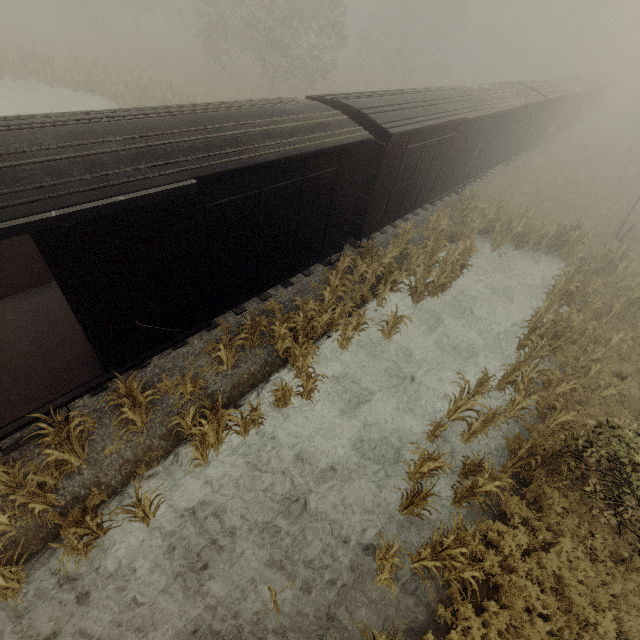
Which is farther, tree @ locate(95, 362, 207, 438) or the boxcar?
tree @ locate(95, 362, 207, 438)

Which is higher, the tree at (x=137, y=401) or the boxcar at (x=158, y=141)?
the boxcar at (x=158, y=141)

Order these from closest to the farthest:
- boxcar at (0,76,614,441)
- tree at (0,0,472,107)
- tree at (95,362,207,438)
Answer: boxcar at (0,76,614,441), tree at (95,362,207,438), tree at (0,0,472,107)

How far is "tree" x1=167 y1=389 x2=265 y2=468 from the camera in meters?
6.8

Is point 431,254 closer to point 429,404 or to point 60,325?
point 429,404

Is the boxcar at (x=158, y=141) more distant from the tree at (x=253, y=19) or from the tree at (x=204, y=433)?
the tree at (x=253, y=19)

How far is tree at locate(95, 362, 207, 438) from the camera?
6.4 meters

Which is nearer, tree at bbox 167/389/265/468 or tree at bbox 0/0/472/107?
tree at bbox 167/389/265/468
